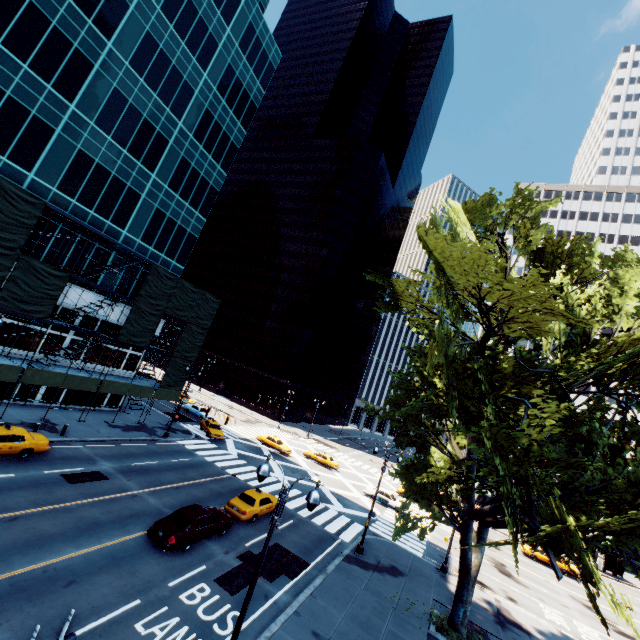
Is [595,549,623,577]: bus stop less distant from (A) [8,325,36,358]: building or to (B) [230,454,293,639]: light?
(B) [230,454,293,639]: light

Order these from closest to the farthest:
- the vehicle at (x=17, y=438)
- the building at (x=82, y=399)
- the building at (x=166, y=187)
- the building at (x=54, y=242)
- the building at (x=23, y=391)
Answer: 1. the vehicle at (x=17, y=438)
2. the building at (x=166, y=187)
3. the building at (x=54, y=242)
4. the building at (x=23, y=391)
5. the building at (x=82, y=399)

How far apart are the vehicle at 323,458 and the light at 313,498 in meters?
35.9 m

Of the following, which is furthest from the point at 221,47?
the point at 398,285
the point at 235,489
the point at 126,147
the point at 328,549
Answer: the point at 328,549

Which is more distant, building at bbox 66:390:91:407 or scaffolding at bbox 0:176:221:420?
building at bbox 66:390:91:407

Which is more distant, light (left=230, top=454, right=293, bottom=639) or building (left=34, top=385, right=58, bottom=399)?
building (left=34, top=385, right=58, bottom=399)

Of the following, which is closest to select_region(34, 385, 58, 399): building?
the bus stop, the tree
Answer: the tree

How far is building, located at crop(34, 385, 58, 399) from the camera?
28.4 meters
